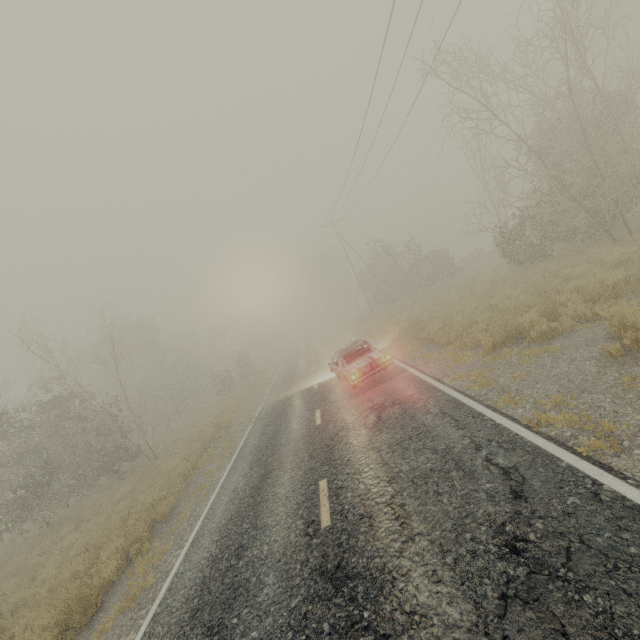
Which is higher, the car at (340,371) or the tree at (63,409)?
the tree at (63,409)

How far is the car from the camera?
11.10m

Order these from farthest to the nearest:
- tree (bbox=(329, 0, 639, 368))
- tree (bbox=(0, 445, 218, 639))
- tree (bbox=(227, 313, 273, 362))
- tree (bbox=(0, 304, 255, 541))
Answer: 1. tree (bbox=(227, 313, 273, 362))
2. tree (bbox=(0, 304, 255, 541))
3. tree (bbox=(329, 0, 639, 368))
4. tree (bbox=(0, 445, 218, 639))

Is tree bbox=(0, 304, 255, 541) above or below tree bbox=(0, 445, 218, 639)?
above

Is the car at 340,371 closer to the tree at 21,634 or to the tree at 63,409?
the tree at 21,634

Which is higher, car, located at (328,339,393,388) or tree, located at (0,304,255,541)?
Answer: tree, located at (0,304,255,541)

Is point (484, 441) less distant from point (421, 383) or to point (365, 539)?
point (365, 539)
